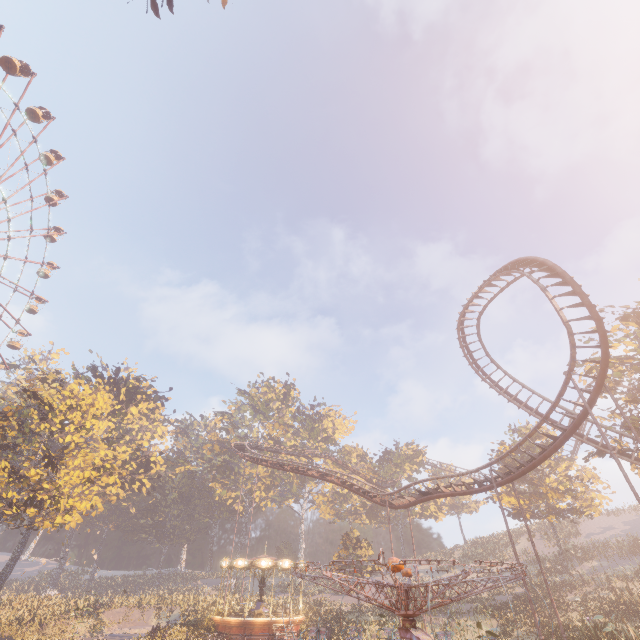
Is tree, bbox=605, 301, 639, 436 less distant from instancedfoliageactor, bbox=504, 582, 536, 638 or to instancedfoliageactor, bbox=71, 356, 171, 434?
instancedfoliageactor, bbox=504, 582, 536, 638

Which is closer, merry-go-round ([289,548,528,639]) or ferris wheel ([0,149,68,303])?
merry-go-round ([289,548,528,639])

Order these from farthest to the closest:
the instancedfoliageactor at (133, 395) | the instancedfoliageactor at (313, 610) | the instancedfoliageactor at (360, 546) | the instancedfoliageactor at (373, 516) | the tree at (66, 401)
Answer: the instancedfoliageactor at (373, 516)
the instancedfoliageactor at (133, 395)
the instancedfoliageactor at (360, 546)
the instancedfoliageactor at (313, 610)
the tree at (66, 401)

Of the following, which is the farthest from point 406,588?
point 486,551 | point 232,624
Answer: point 486,551

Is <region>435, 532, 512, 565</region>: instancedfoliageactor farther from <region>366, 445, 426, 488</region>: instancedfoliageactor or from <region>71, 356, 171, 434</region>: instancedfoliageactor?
<region>71, 356, 171, 434</region>: instancedfoliageactor

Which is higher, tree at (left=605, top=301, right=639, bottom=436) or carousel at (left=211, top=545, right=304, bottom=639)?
tree at (left=605, top=301, right=639, bottom=436)

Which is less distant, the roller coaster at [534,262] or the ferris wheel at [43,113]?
the roller coaster at [534,262]

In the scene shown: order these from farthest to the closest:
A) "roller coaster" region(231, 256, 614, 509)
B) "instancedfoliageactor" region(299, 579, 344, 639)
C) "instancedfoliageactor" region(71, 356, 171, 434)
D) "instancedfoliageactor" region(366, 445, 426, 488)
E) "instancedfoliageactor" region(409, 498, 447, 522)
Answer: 1. "instancedfoliageactor" region(366, 445, 426, 488)
2. "instancedfoliageactor" region(409, 498, 447, 522)
3. "instancedfoliageactor" region(71, 356, 171, 434)
4. "instancedfoliageactor" region(299, 579, 344, 639)
5. "roller coaster" region(231, 256, 614, 509)
